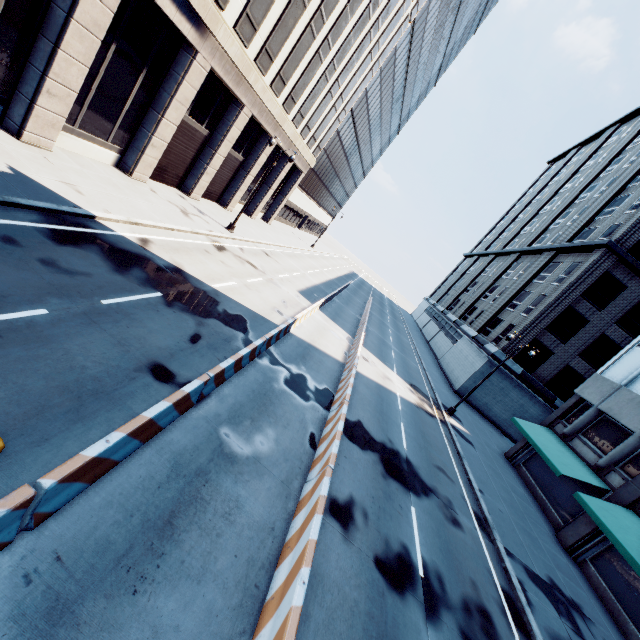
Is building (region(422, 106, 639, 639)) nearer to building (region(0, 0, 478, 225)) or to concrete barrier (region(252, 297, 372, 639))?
concrete barrier (region(252, 297, 372, 639))

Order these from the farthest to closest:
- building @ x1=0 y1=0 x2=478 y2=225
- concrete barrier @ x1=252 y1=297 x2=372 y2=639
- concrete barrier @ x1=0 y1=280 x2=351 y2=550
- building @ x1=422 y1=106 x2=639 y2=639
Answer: building @ x1=422 y1=106 x2=639 y2=639 → building @ x1=0 y1=0 x2=478 y2=225 → concrete barrier @ x1=252 y1=297 x2=372 y2=639 → concrete barrier @ x1=0 y1=280 x2=351 y2=550

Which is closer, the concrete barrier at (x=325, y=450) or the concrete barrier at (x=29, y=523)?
the concrete barrier at (x=29, y=523)

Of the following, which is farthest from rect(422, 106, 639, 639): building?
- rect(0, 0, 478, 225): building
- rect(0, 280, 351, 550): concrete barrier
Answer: rect(0, 0, 478, 225): building

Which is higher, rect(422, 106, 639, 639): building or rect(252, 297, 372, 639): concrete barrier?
rect(422, 106, 639, 639): building

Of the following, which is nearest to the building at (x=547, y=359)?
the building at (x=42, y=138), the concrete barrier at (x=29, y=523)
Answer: the concrete barrier at (x=29, y=523)

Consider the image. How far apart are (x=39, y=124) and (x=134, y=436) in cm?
1520
